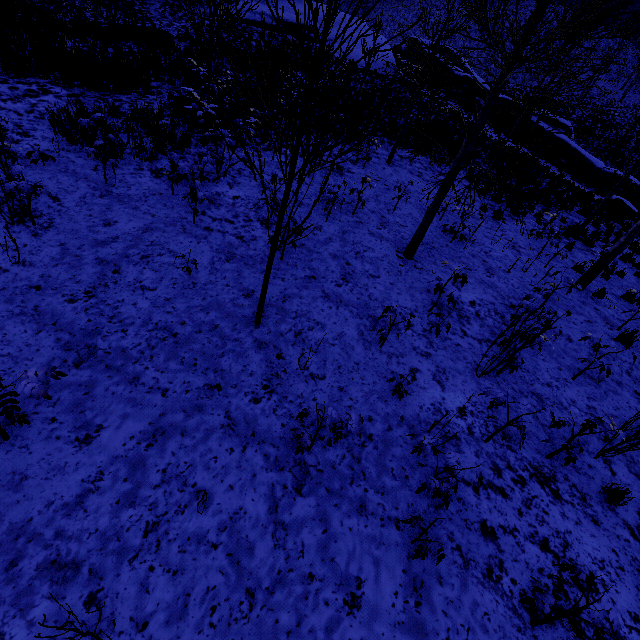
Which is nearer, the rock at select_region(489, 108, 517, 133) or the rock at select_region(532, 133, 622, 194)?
the rock at select_region(532, 133, 622, 194)

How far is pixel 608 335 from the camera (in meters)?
7.33

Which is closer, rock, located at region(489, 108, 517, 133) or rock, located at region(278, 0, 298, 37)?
rock, located at region(489, 108, 517, 133)

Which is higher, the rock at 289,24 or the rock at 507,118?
the rock at 289,24

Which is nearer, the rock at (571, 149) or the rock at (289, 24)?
the rock at (571, 149)

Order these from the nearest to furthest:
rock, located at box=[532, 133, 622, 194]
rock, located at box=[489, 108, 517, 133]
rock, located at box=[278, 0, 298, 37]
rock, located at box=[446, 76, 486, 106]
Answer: rock, located at box=[532, 133, 622, 194], rock, located at box=[489, 108, 517, 133], rock, located at box=[446, 76, 486, 106], rock, located at box=[278, 0, 298, 37]

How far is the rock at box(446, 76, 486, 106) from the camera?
24.4m
